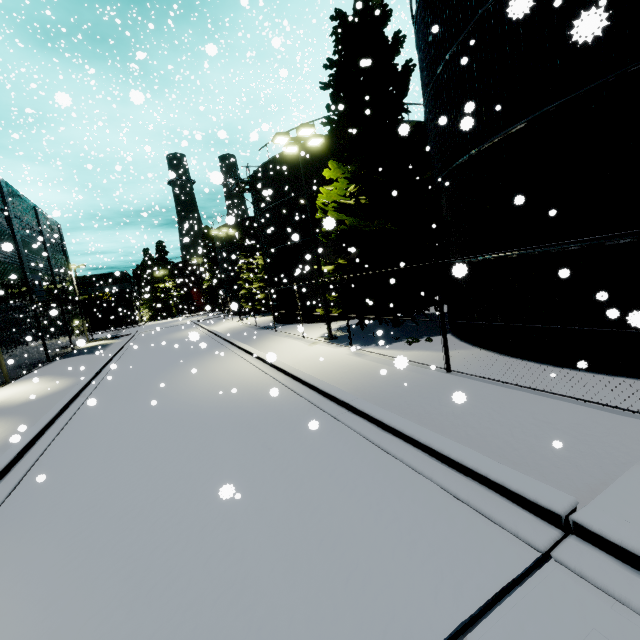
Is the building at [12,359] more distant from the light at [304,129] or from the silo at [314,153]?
the light at [304,129]

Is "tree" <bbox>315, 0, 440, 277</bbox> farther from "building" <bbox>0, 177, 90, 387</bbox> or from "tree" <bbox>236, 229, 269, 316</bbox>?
"tree" <bbox>236, 229, 269, 316</bbox>

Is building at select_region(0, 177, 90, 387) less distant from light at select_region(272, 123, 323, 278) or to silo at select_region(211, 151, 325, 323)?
silo at select_region(211, 151, 325, 323)

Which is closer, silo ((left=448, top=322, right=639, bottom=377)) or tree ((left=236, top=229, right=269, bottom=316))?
silo ((left=448, top=322, right=639, bottom=377))

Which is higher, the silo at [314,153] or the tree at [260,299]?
the silo at [314,153]

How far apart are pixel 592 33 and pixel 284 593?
10.7m

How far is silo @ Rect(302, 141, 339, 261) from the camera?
21.0m

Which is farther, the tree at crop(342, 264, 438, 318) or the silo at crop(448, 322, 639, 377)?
the tree at crop(342, 264, 438, 318)
